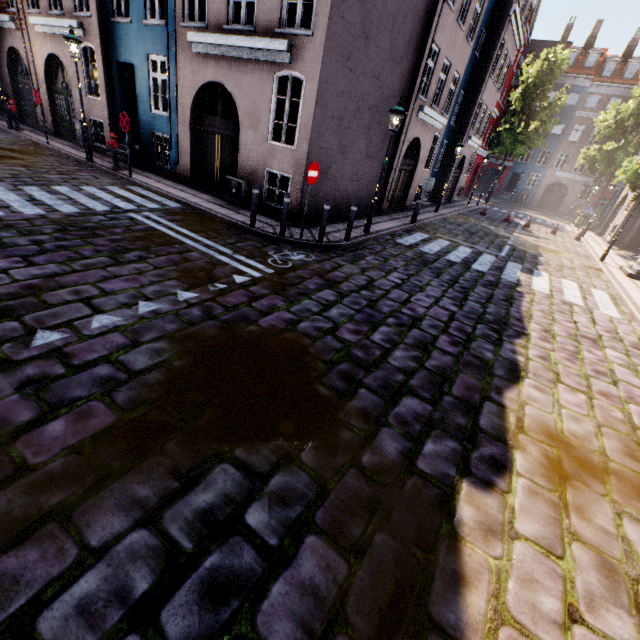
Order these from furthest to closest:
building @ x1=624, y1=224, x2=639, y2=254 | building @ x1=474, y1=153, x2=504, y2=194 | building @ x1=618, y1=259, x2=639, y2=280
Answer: building @ x1=474, y1=153, x2=504, y2=194
building @ x1=624, y1=224, x2=639, y2=254
building @ x1=618, y1=259, x2=639, y2=280

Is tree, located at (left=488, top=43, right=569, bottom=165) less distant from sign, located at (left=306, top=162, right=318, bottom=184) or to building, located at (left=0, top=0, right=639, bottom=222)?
building, located at (left=0, top=0, right=639, bottom=222)

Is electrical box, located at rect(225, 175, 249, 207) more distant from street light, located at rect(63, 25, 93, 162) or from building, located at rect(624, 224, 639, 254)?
street light, located at rect(63, 25, 93, 162)

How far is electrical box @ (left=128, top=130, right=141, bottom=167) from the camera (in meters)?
12.42

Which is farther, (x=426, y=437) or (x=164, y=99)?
(x=164, y=99)

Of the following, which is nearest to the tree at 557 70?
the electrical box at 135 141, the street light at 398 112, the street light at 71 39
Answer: the street light at 398 112

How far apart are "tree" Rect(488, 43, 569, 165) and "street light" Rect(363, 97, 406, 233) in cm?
3040

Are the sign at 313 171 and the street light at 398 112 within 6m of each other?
yes
